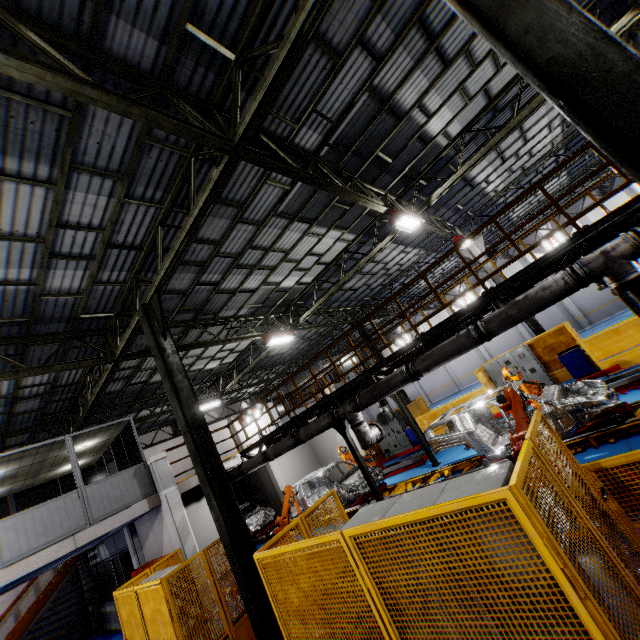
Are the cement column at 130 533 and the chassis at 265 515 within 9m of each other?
yes

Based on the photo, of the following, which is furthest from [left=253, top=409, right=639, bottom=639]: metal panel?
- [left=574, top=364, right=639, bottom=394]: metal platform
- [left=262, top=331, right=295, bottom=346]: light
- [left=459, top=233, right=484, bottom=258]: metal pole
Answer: [left=262, top=331, right=295, bottom=346]: light

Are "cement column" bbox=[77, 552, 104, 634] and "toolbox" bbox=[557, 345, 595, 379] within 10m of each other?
no

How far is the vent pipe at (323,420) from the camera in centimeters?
1005cm

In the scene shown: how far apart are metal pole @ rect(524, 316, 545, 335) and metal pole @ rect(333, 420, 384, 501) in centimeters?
1078cm

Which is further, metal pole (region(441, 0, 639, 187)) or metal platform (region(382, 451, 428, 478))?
metal platform (region(382, 451, 428, 478))

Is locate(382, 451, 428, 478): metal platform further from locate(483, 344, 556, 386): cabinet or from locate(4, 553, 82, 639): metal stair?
locate(4, 553, 82, 639): metal stair

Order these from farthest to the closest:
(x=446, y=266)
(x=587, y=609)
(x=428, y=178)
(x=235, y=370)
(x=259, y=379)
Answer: (x=259, y=379) → (x=446, y=266) → (x=235, y=370) → (x=428, y=178) → (x=587, y=609)
